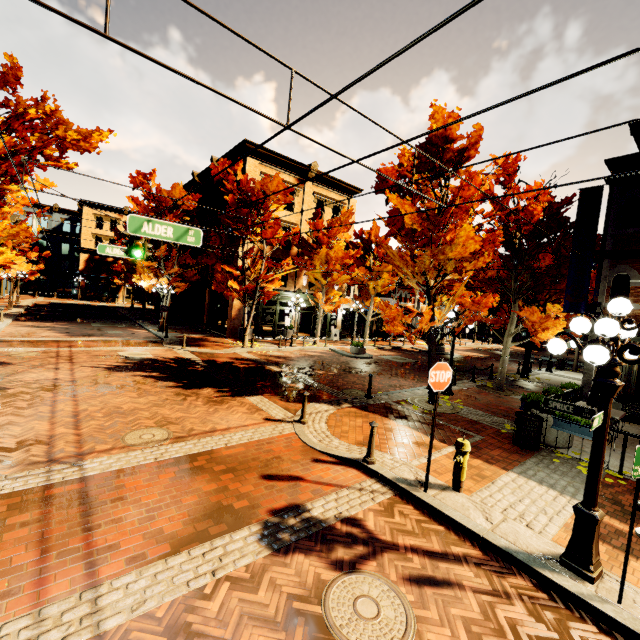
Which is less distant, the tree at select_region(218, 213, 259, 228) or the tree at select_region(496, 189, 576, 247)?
the tree at select_region(496, 189, 576, 247)

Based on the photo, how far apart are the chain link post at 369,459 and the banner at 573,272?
11.40m

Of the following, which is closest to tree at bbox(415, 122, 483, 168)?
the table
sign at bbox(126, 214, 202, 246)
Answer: the table

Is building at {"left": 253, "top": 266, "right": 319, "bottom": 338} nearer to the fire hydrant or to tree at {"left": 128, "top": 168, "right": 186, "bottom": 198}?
tree at {"left": 128, "top": 168, "right": 186, "bottom": 198}

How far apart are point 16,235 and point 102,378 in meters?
13.1

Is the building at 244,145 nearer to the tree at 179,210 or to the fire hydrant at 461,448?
the tree at 179,210

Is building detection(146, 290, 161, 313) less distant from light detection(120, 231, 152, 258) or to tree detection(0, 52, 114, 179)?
tree detection(0, 52, 114, 179)

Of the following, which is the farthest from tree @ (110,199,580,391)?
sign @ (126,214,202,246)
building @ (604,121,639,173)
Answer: sign @ (126,214,202,246)
